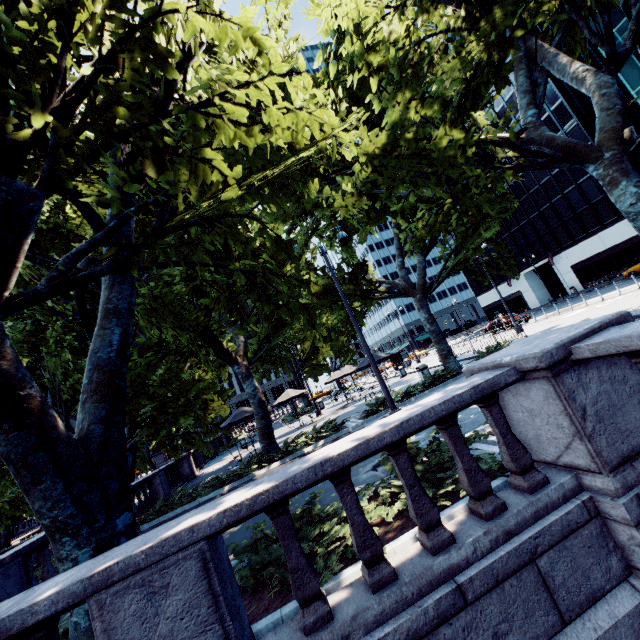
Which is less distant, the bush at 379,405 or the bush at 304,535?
the bush at 304,535

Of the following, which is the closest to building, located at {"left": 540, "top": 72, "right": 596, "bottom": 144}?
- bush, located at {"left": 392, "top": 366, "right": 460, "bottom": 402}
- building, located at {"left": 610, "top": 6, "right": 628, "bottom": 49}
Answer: building, located at {"left": 610, "top": 6, "right": 628, "bottom": 49}

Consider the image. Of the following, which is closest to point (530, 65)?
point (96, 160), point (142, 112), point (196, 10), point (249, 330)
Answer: point (196, 10)

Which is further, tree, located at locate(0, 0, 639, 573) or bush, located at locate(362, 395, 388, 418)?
bush, located at locate(362, 395, 388, 418)

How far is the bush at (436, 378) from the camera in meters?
15.1

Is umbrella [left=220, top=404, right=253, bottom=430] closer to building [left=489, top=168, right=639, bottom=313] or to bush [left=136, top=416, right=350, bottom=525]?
bush [left=136, top=416, right=350, bottom=525]

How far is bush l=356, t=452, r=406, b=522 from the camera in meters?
4.4

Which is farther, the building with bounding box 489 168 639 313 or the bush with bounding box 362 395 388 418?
the building with bounding box 489 168 639 313
